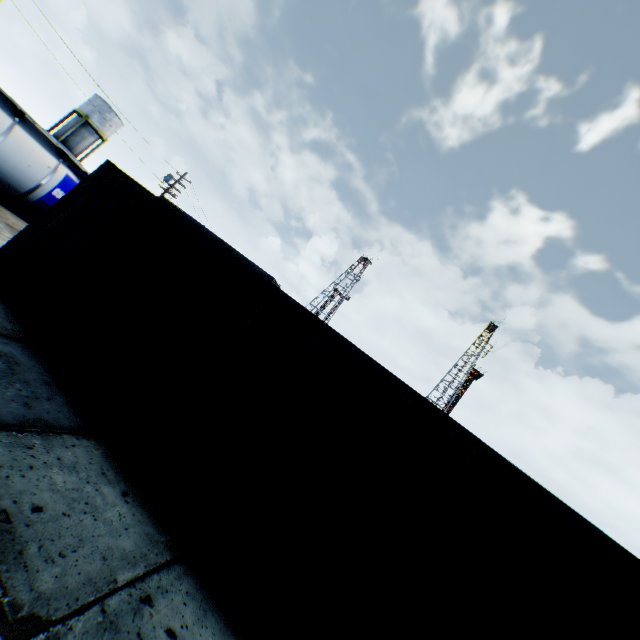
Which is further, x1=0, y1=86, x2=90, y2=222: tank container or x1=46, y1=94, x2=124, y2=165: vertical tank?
x1=46, y1=94, x2=124, y2=165: vertical tank

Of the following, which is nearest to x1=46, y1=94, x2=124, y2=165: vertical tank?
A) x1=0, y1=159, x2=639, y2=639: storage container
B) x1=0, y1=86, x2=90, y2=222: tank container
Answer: x1=0, y1=86, x2=90, y2=222: tank container

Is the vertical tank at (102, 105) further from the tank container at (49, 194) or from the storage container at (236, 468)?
the storage container at (236, 468)

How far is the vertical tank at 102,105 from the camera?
39.3 meters

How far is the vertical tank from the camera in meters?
39.3

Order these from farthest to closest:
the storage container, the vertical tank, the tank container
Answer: the vertical tank, the tank container, the storage container

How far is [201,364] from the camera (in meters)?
4.40
